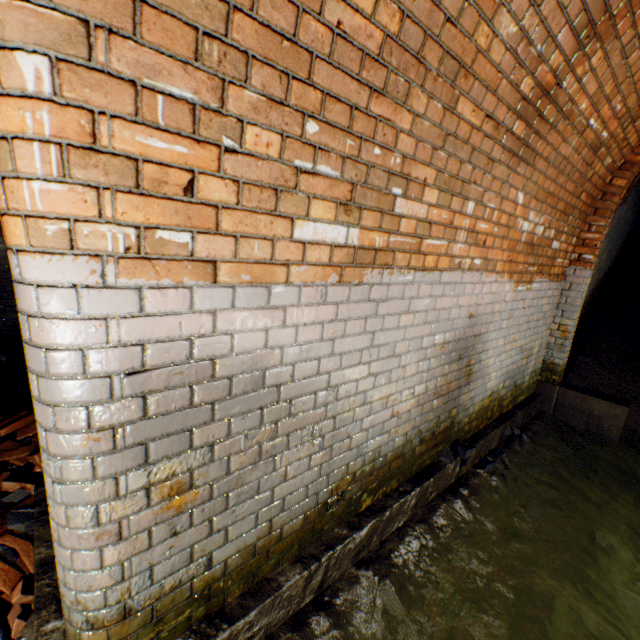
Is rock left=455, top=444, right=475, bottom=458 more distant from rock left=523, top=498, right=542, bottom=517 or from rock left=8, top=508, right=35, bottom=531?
rock left=8, top=508, right=35, bottom=531

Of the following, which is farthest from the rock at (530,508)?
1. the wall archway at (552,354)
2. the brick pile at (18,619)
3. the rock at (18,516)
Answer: the rock at (18,516)

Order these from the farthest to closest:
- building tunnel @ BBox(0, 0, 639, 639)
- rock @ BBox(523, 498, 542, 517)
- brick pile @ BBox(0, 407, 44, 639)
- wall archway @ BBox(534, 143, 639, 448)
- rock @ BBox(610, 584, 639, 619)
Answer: wall archway @ BBox(534, 143, 639, 448)
rock @ BBox(523, 498, 542, 517)
rock @ BBox(610, 584, 639, 619)
brick pile @ BBox(0, 407, 44, 639)
building tunnel @ BBox(0, 0, 639, 639)

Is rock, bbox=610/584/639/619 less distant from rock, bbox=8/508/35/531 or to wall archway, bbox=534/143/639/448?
wall archway, bbox=534/143/639/448

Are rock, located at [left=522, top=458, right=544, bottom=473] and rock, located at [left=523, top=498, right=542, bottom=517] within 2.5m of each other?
yes

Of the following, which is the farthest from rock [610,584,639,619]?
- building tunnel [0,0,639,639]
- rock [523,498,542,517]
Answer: rock [523,498,542,517]

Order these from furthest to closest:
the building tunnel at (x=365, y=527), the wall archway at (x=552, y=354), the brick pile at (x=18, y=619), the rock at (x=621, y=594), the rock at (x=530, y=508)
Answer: the wall archway at (x=552, y=354), the rock at (x=530, y=508), the rock at (x=621, y=594), the brick pile at (x=18, y=619), the building tunnel at (x=365, y=527)

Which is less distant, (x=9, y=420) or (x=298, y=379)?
(x=298, y=379)
